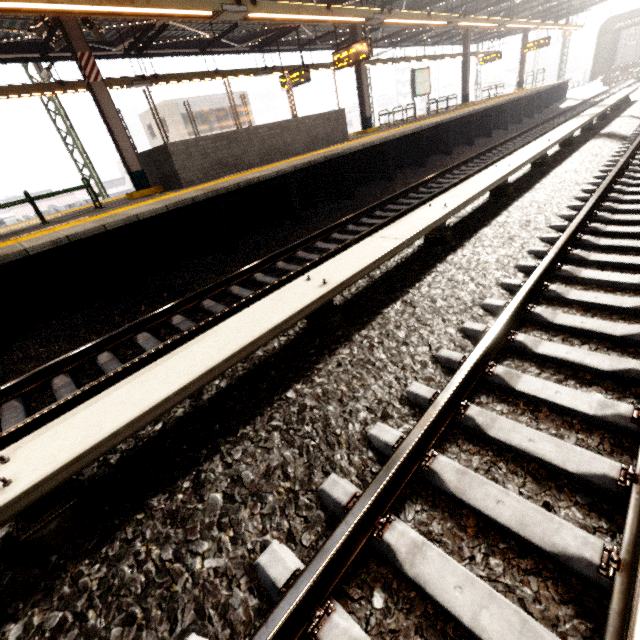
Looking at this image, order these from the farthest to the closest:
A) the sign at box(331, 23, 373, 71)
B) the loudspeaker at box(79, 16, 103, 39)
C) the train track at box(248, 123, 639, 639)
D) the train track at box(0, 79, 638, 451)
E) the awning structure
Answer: the sign at box(331, 23, 373, 71), the loudspeaker at box(79, 16, 103, 39), the awning structure, the train track at box(0, 79, 638, 451), the train track at box(248, 123, 639, 639)

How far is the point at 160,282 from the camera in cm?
594

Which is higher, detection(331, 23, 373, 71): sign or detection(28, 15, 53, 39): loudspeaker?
detection(28, 15, 53, 39): loudspeaker

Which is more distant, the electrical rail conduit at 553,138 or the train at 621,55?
the train at 621,55

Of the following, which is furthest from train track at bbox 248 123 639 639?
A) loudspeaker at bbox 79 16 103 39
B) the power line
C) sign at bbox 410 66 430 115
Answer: the power line

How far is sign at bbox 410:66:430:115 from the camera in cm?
1516

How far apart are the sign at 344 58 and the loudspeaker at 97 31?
6.87m

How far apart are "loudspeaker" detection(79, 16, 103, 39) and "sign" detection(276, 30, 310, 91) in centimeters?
686cm
